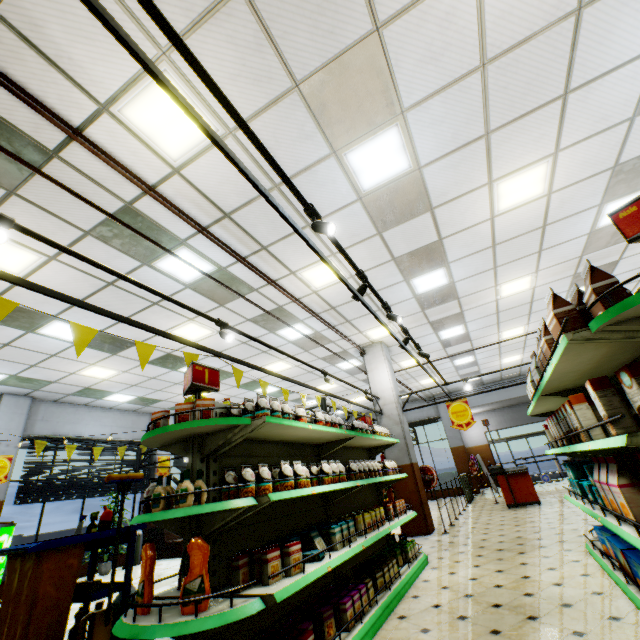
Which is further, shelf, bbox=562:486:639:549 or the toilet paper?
the toilet paper

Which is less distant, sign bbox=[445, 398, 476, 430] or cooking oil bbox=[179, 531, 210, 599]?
cooking oil bbox=[179, 531, 210, 599]

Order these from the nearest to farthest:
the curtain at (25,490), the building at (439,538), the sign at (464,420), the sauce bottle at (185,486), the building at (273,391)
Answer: the sauce bottle at (185,486) → the building at (439,538) → the sign at (464,420) → the curtain at (25,490) → the building at (273,391)

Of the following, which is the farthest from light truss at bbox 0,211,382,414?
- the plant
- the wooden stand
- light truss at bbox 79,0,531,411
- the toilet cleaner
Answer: the plant

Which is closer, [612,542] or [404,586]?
[612,542]

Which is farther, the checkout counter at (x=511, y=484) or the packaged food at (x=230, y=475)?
the checkout counter at (x=511, y=484)

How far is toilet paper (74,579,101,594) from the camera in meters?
3.4

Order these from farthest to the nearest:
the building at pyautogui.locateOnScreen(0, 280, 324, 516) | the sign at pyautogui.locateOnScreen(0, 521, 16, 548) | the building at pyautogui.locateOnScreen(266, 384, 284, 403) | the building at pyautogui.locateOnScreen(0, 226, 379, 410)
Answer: the building at pyautogui.locateOnScreen(266, 384, 284, 403) < the sign at pyautogui.locateOnScreen(0, 521, 16, 548) < the building at pyautogui.locateOnScreen(0, 280, 324, 516) < the building at pyautogui.locateOnScreen(0, 226, 379, 410)
